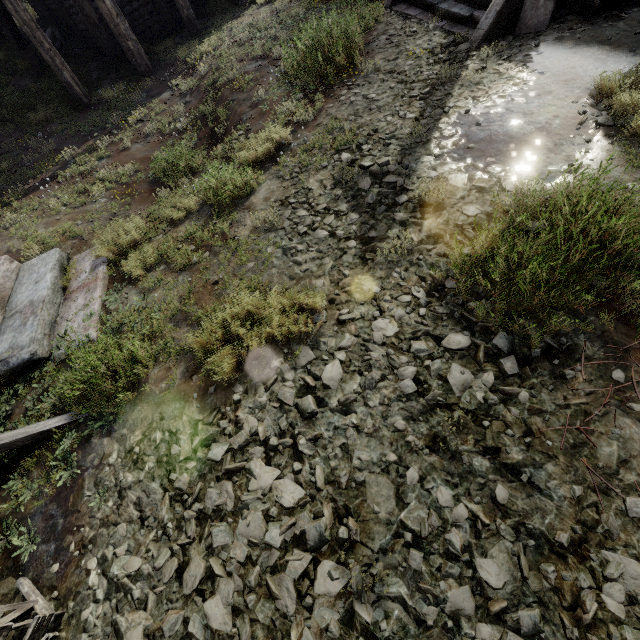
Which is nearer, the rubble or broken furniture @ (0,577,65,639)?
broken furniture @ (0,577,65,639)

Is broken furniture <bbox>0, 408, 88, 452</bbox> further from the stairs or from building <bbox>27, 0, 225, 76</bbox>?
the stairs

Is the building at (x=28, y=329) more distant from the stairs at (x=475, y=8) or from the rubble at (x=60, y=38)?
the stairs at (x=475, y=8)

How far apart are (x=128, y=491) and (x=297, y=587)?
1.9m

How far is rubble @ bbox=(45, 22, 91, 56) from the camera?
13.1 meters

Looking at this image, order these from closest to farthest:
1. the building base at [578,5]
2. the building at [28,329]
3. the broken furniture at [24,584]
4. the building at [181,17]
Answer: the broken furniture at [24,584] < the building at [28,329] < the building base at [578,5] < the building at [181,17]

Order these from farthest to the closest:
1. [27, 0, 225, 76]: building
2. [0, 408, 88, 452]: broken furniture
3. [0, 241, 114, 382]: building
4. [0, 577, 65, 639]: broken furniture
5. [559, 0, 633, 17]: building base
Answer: [27, 0, 225, 76]: building → [559, 0, 633, 17]: building base → [0, 241, 114, 382]: building → [0, 408, 88, 452]: broken furniture → [0, 577, 65, 639]: broken furniture

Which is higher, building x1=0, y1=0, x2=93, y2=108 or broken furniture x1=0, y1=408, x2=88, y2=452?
building x1=0, y1=0, x2=93, y2=108
